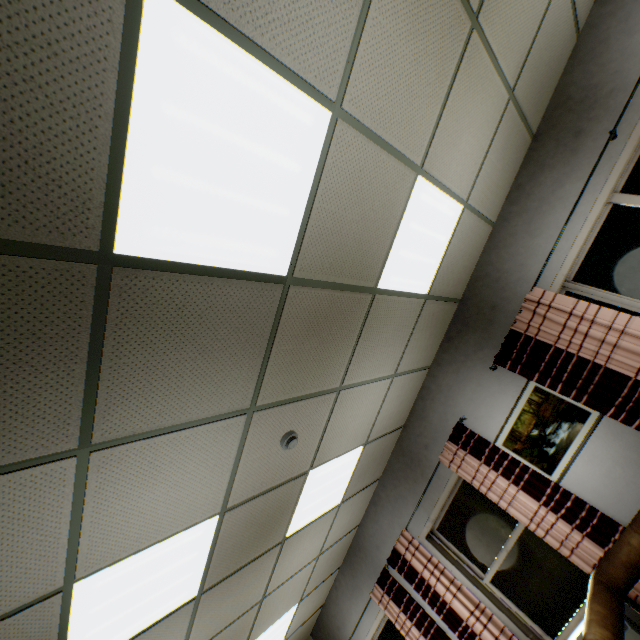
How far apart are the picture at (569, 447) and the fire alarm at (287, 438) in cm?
263

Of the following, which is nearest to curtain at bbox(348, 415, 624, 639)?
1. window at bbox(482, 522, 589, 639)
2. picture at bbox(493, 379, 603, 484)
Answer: window at bbox(482, 522, 589, 639)

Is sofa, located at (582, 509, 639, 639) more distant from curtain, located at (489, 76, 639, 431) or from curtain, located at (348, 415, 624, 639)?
curtain, located at (348, 415, 624, 639)

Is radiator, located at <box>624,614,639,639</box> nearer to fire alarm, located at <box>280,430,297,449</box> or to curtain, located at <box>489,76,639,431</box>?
curtain, located at <box>489,76,639,431</box>

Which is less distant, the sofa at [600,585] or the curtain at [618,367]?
the sofa at [600,585]

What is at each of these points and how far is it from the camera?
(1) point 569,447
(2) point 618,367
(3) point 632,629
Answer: (1) picture, 3.45m
(2) curtain, 3.06m
(3) radiator, 3.03m

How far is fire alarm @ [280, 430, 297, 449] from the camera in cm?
273

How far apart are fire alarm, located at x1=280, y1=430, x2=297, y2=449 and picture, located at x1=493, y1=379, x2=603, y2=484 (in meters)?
2.63
